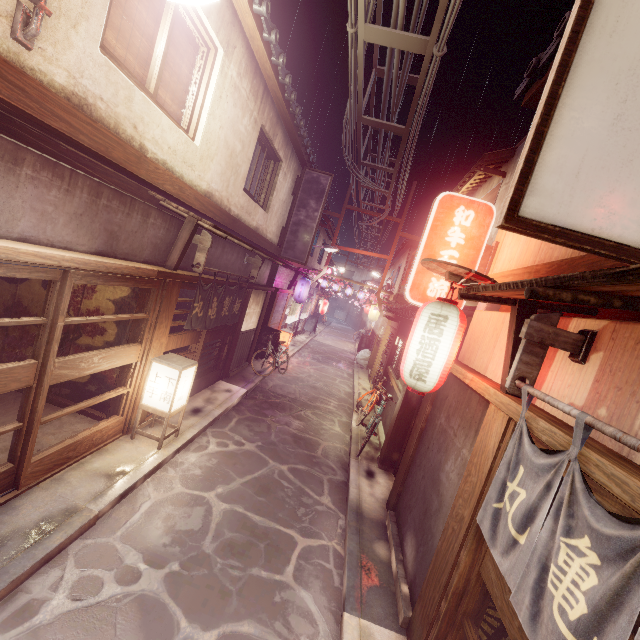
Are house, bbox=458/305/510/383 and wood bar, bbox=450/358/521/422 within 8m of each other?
yes

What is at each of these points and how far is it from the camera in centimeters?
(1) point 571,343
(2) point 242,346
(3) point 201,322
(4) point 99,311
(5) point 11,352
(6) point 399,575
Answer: (1) wood base, 488cm
(2) foundation, 1934cm
(3) flag, 1237cm
(4) building, 1045cm
(5) building, 1091cm
(6) foundation, 771cm

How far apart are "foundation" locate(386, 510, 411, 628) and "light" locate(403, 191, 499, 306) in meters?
6.4

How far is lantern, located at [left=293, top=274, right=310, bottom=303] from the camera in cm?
2538

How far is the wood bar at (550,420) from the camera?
4.0 meters

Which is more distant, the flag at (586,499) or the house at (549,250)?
the house at (549,250)

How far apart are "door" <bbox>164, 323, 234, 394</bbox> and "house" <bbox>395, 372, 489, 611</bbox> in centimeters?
Result: 905cm

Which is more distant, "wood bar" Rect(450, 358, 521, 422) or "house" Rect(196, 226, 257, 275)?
"house" Rect(196, 226, 257, 275)
